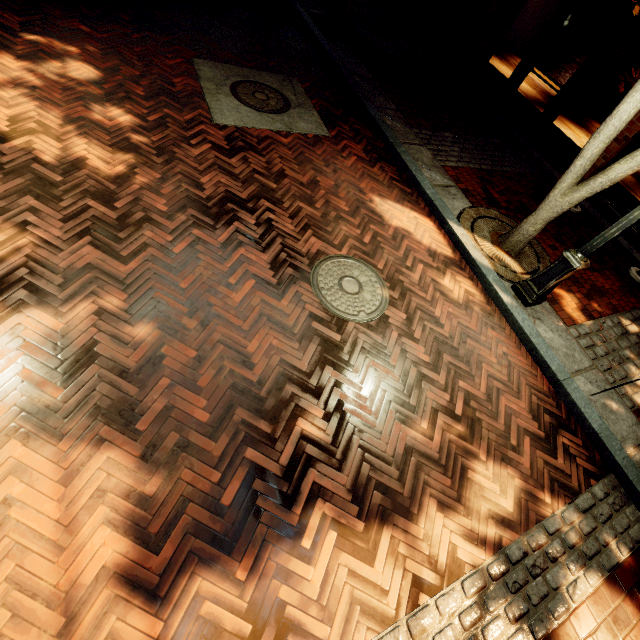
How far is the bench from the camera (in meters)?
8.78

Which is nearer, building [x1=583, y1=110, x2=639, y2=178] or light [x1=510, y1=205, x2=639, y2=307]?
light [x1=510, y1=205, x2=639, y2=307]

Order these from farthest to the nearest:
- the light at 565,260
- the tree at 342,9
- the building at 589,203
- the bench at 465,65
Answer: the bench at 465,65 < the tree at 342,9 < the building at 589,203 < the light at 565,260

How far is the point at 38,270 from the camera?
A: 2.9m

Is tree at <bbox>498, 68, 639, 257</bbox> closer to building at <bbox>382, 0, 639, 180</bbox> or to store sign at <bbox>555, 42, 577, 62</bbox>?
building at <bbox>382, 0, 639, 180</bbox>

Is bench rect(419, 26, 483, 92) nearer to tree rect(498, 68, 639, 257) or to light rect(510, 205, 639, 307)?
tree rect(498, 68, 639, 257)

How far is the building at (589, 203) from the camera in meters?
7.1 m
